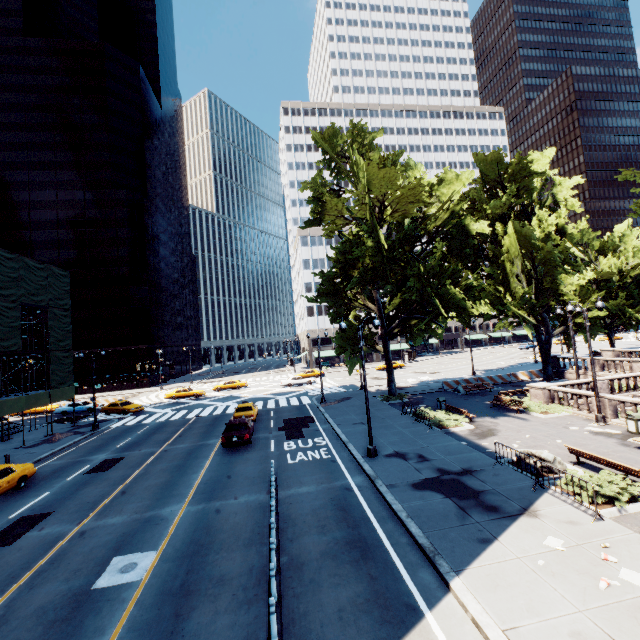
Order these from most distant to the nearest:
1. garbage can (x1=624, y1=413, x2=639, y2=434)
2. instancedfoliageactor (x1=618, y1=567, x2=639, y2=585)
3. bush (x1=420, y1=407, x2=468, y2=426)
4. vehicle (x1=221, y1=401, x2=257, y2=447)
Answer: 1. bush (x1=420, y1=407, x2=468, y2=426)
2. vehicle (x1=221, y1=401, x2=257, y2=447)
3. garbage can (x1=624, y1=413, x2=639, y2=434)
4. instancedfoliageactor (x1=618, y1=567, x2=639, y2=585)

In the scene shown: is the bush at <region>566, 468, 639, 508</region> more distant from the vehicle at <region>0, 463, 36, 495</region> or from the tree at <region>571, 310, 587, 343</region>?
the vehicle at <region>0, 463, 36, 495</region>

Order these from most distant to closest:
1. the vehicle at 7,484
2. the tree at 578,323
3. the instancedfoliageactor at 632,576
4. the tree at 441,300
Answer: the tree at 578,323 → the tree at 441,300 → the vehicle at 7,484 → the instancedfoliageactor at 632,576

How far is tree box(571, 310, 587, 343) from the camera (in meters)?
31.64

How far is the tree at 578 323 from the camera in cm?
3164

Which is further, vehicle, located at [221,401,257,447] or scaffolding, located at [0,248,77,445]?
scaffolding, located at [0,248,77,445]

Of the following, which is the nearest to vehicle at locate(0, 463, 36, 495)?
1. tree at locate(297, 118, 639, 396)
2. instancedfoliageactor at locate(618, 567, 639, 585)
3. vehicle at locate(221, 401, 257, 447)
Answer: vehicle at locate(221, 401, 257, 447)

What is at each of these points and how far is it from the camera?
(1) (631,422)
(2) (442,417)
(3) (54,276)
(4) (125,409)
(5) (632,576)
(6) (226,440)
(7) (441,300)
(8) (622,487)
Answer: (1) garbage can, 17.02m
(2) bush, 21.89m
(3) scaffolding, 30.98m
(4) vehicle, 36.00m
(5) instancedfoliageactor, 7.64m
(6) vehicle, 20.05m
(7) tree, 22.91m
(8) bush, 11.02m
